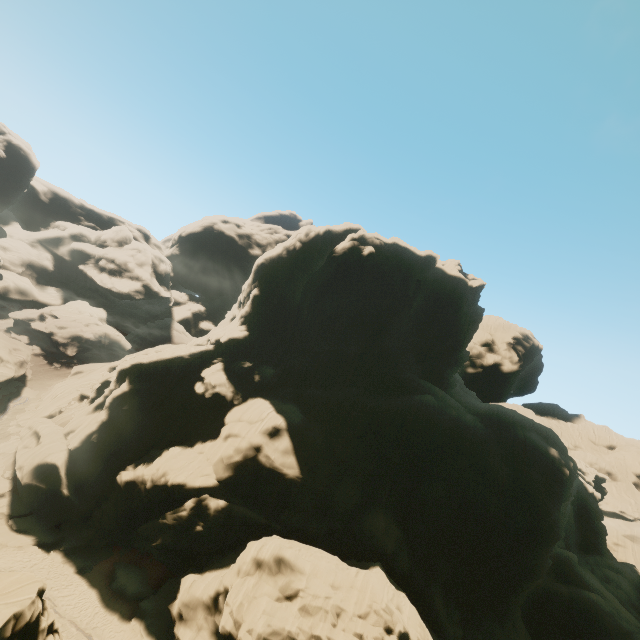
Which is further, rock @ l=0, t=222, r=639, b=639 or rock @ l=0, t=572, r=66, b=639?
rock @ l=0, t=222, r=639, b=639

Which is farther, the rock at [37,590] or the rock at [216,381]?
the rock at [216,381]

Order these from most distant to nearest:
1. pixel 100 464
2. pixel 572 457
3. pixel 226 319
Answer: pixel 572 457
pixel 226 319
pixel 100 464
